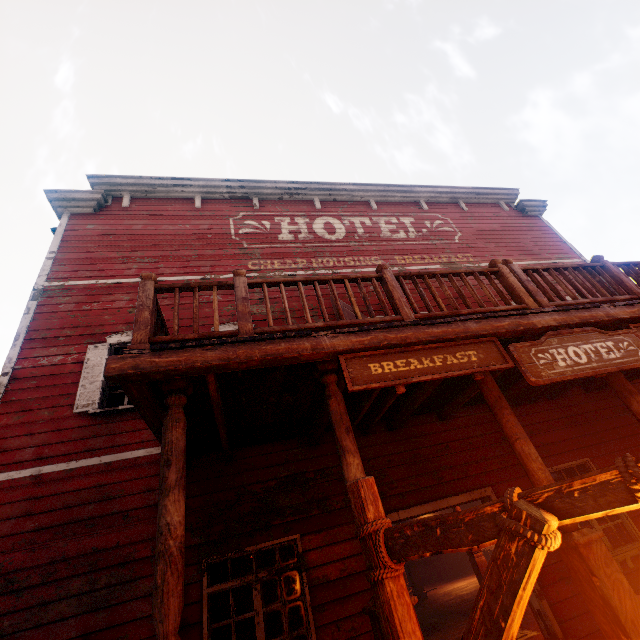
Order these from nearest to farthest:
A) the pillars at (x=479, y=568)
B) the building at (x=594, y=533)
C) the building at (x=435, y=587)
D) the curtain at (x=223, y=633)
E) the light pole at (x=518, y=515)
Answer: the light pole at (x=518, y=515)
the building at (x=594, y=533)
the curtain at (x=223, y=633)
the pillars at (x=479, y=568)
the building at (x=435, y=587)

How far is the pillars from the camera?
7.9 meters

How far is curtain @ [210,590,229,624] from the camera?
4.4m

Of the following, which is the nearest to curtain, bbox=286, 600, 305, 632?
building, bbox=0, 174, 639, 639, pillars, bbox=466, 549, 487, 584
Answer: building, bbox=0, 174, 639, 639

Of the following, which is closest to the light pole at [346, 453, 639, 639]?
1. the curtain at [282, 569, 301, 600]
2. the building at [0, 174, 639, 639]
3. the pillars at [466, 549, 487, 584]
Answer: the building at [0, 174, 639, 639]

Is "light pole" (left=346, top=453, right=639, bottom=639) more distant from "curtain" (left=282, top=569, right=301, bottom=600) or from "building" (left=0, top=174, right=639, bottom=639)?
"curtain" (left=282, top=569, right=301, bottom=600)

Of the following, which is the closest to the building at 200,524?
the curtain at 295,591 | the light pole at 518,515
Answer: the curtain at 295,591

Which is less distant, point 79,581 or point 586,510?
point 586,510
